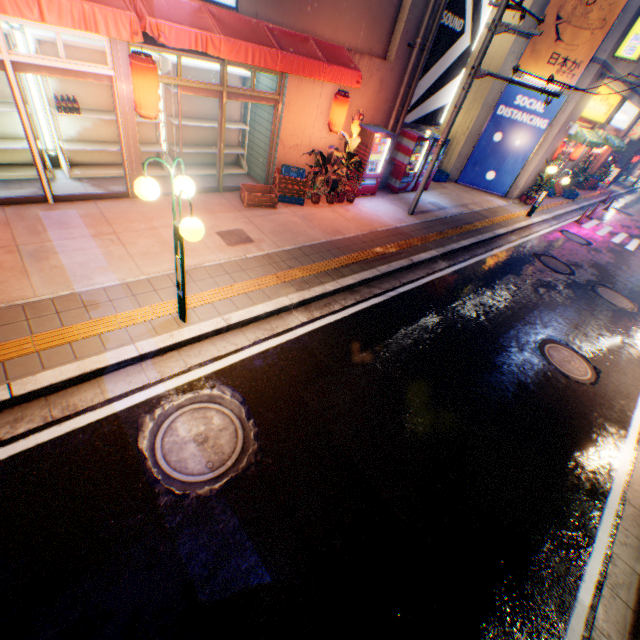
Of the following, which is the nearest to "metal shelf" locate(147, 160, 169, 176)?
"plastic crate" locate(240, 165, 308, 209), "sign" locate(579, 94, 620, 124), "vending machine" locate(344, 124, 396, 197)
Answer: "plastic crate" locate(240, 165, 308, 209)

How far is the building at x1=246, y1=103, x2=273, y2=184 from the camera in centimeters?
909cm

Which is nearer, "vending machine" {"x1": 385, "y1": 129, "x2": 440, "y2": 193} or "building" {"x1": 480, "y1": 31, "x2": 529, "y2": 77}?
"vending machine" {"x1": 385, "y1": 129, "x2": 440, "y2": 193}

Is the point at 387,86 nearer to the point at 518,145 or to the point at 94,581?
the point at 518,145

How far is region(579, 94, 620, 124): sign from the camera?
15.5 meters

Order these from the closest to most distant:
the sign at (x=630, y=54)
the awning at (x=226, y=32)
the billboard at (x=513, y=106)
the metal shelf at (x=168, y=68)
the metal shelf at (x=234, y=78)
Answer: the awning at (x=226, y=32), the metal shelf at (x=168, y=68), the metal shelf at (x=234, y=78), the sign at (x=630, y=54), the billboard at (x=513, y=106)

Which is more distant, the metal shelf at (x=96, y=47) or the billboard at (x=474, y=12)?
the billboard at (x=474, y=12)
